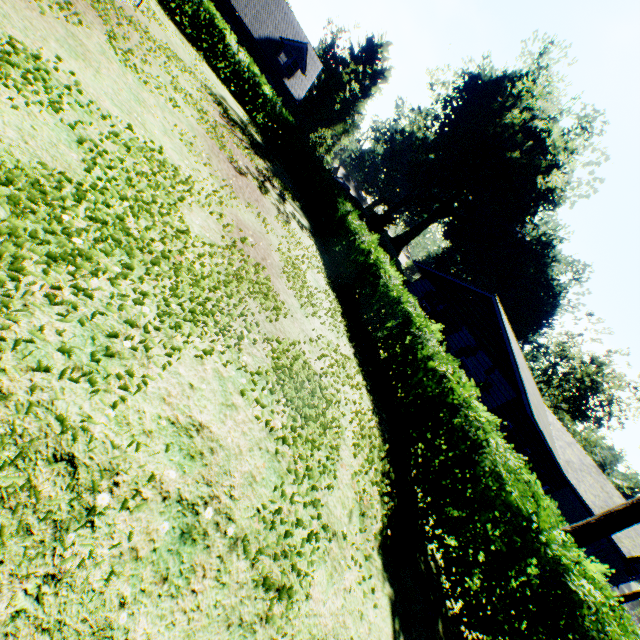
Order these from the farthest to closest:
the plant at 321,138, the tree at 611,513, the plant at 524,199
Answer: the plant at 321,138
the plant at 524,199
the tree at 611,513

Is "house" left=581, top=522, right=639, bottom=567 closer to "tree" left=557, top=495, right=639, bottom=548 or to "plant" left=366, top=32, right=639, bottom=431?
"tree" left=557, top=495, right=639, bottom=548

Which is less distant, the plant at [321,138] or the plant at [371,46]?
the plant at [321,138]

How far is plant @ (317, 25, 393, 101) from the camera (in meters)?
52.86

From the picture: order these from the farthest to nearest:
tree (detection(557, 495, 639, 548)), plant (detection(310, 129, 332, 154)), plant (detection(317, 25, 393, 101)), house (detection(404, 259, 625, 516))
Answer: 1. plant (detection(317, 25, 393, 101))
2. plant (detection(310, 129, 332, 154))
3. house (detection(404, 259, 625, 516))
4. tree (detection(557, 495, 639, 548))

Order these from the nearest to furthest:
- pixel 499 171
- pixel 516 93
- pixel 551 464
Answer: pixel 551 464 → pixel 499 171 → pixel 516 93

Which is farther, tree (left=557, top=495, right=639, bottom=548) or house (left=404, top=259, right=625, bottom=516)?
house (left=404, top=259, right=625, bottom=516)
